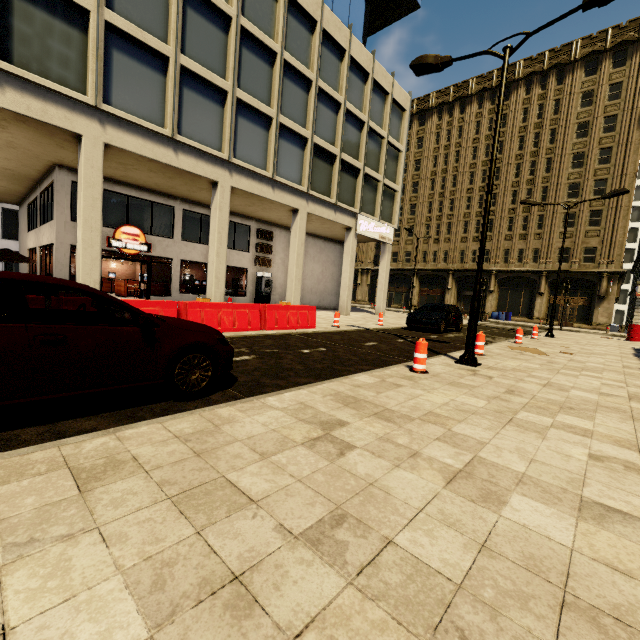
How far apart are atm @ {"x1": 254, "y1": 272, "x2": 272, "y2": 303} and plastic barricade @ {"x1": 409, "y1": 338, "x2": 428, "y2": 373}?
15.72m

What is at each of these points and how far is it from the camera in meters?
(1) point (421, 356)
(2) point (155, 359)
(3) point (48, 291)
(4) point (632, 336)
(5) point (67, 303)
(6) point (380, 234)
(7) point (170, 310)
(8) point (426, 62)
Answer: (1) plastic barricade, 6.6
(2) car, 3.7
(3) building, 15.4
(4) barrel, 20.5
(5) cement barricade, 7.1
(6) sign, 23.9
(7) cement barricade, 8.7
(8) street light, 8.5

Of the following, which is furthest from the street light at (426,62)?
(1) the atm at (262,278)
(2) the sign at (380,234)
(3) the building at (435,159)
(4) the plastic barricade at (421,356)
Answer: (1) the atm at (262,278)

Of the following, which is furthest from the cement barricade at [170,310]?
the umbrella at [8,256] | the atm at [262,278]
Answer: the umbrella at [8,256]

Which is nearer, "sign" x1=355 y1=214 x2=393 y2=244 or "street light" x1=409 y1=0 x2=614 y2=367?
"street light" x1=409 y1=0 x2=614 y2=367

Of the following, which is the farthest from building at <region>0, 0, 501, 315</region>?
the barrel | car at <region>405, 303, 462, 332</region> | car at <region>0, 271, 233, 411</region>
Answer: the barrel

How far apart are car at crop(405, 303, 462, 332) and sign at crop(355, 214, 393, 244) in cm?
729

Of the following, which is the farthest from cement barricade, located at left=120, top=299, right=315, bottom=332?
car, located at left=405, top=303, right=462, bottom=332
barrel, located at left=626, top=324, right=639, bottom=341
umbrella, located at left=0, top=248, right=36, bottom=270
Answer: barrel, located at left=626, top=324, right=639, bottom=341
